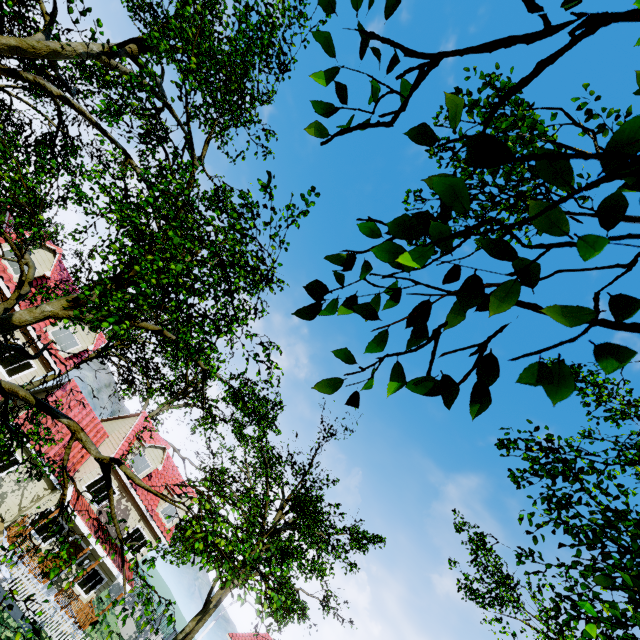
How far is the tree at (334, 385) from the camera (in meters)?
1.27

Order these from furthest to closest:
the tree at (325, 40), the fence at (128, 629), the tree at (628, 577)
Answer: the fence at (128, 629) → the tree at (628, 577) → the tree at (325, 40)

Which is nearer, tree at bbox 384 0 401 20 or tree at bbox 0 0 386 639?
tree at bbox 384 0 401 20

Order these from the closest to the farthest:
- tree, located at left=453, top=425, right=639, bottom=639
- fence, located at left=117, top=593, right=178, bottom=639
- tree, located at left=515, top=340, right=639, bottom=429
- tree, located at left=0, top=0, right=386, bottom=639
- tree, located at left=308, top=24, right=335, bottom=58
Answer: tree, located at left=515, top=340, right=639, bottom=429 < tree, located at left=308, top=24, right=335, bottom=58 < tree, located at left=453, top=425, right=639, bottom=639 < tree, located at left=0, top=0, right=386, bottom=639 < fence, located at left=117, top=593, right=178, bottom=639

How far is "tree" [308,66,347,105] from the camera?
1.3 meters

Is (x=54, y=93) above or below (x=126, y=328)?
above
